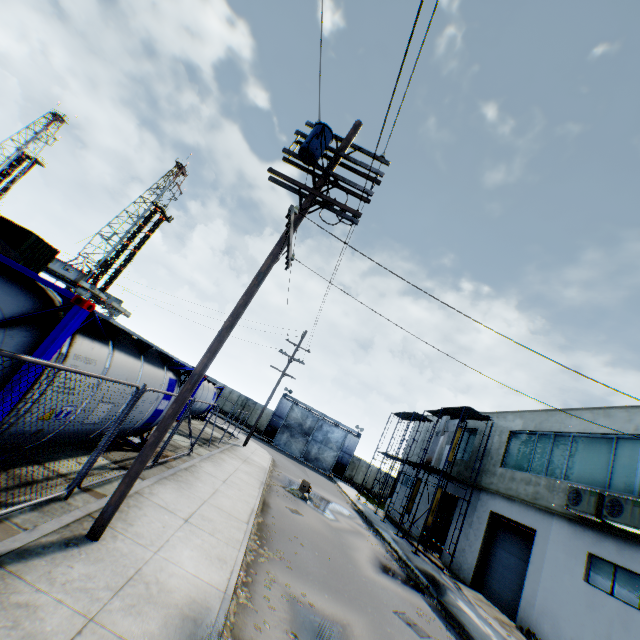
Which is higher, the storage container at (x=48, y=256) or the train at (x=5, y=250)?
the storage container at (x=48, y=256)

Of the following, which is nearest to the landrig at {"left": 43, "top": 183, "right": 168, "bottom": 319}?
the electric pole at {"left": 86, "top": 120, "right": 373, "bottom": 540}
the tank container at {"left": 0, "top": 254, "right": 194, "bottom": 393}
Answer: the electric pole at {"left": 86, "top": 120, "right": 373, "bottom": 540}

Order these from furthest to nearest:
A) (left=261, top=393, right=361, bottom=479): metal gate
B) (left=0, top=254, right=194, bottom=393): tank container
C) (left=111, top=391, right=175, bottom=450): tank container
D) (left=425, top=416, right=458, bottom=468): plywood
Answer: (left=261, top=393, right=361, bottom=479): metal gate → (left=425, top=416, right=458, bottom=468): plywood → (left=111, top=391, right=175, bottom=450): tank container → (left=0, top=254, right=194, bottom=393): tank container

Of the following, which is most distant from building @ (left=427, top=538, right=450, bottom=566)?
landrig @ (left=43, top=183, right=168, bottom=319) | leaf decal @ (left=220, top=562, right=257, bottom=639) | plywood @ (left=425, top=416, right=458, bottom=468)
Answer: landrig @ (left=43, top=183, right=168, bottom=319)

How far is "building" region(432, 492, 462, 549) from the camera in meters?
20.7 m

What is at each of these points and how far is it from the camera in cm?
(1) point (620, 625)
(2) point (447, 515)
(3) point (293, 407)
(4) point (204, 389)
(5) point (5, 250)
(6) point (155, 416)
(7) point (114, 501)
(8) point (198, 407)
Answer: (1) building, 1050
(2) building, 2423
(3) metal gate, 4209
(4) tank container, 2133
(5) train, 1153
(6) tank container, 967
(7) electric pole, 504
(8) tank container, 2180

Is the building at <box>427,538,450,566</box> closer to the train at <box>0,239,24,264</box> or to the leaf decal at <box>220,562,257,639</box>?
the leaf decal at <box>220,562,257,639</box>

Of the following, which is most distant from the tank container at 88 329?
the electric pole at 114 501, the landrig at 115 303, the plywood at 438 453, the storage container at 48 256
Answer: the landrig at 115 303
